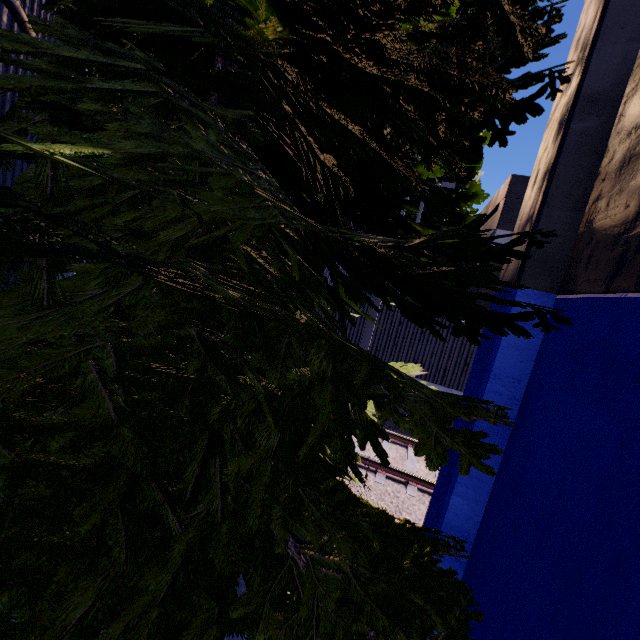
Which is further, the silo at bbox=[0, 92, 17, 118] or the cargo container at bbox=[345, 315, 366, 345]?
the cargo container at bbox=[345, 315, 366, 345]

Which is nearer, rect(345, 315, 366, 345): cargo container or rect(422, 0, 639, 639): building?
rect(422, 0, 639, 639): building

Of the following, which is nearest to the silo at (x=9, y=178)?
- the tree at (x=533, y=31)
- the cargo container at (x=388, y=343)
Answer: the tree at (x=533, y=31)

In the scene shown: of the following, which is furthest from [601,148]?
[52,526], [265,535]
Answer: [52,526]

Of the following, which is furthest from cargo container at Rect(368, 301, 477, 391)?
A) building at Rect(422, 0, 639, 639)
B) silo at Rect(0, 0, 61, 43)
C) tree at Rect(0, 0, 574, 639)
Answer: silo at Rect(0, 0, 61, 43)

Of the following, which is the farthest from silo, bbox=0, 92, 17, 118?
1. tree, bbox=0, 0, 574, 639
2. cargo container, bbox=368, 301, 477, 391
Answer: cargo container, bbox=368, 301, 477, 391

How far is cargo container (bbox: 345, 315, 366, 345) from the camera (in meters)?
12.16

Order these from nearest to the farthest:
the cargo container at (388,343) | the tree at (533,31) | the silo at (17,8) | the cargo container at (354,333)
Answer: the tree at (533,31)
the silo at (17,8)
the cargo container at (388,343)
the cargo container at (354,333)
